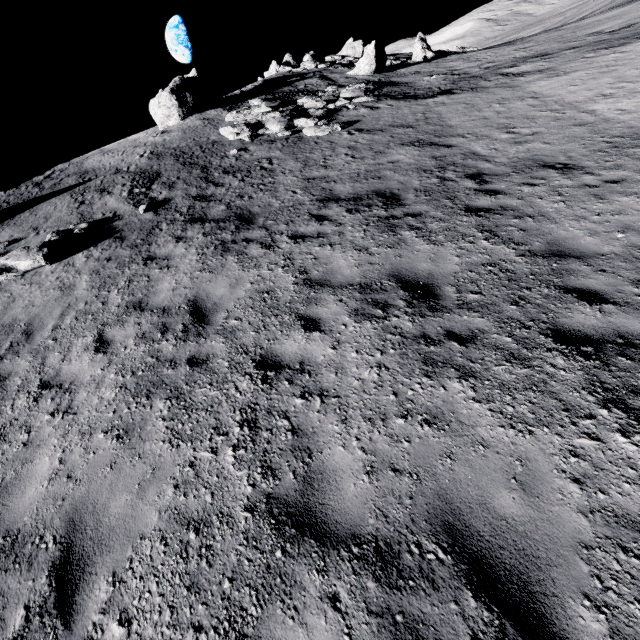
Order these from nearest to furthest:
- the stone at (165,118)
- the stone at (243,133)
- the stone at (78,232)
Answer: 1. the stone at (78,232)
2. the stone at (243,133)
3. the stone at (165,118)

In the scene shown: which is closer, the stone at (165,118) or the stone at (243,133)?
the stone at (243,133)

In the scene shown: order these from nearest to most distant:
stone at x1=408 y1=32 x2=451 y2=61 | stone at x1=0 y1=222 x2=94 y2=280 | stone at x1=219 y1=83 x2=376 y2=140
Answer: stone at x1=0 y1=222 x2=94 y2=280, stone at x1=219 y1=83 x2=376 y2=140, stone at x1=408 y1=32 x2=451 y2=61

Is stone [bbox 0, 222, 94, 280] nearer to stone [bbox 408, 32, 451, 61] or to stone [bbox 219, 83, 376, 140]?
stone [bbox 219, 83, 376, 140]

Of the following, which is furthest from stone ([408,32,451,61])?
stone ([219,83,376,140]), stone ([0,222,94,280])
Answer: stone ([0,222,94,280])

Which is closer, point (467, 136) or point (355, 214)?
point (355, 214)

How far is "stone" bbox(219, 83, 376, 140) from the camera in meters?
15.5

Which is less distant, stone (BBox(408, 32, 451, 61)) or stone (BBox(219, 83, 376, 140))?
stone (BBox(219, 83, 376, 140))
